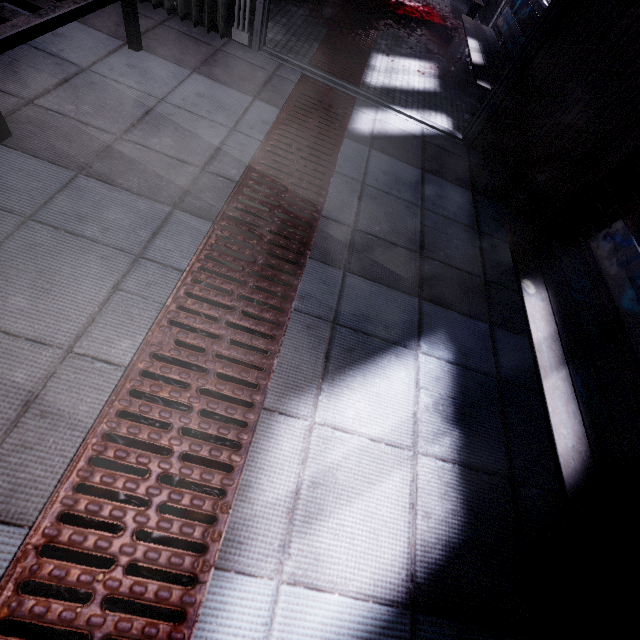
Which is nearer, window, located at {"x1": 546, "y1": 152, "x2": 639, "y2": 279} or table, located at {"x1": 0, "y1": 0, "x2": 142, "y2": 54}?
table, located at {"x1": 0, "y1": 0, "x2": 142, "y2": 54}

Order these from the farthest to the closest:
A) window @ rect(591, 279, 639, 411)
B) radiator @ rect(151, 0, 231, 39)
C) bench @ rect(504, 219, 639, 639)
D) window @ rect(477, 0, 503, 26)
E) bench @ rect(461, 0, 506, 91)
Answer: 1. window @ rect(477, 0, 503, 26)
2. bench @ rect(461, 0, 506, 91)
3. radiator @ rect(151, 0, 231, 39)
4. window @ rect(591, 279, 639, 411)
5. bench @ rect(504, 219, 639, 639)

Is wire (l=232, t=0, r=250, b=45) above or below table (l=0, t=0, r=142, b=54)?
below

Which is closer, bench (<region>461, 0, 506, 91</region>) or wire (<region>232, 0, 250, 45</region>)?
wire (<region>232, 0, 250, 45</region>)

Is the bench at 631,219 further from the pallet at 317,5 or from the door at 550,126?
the pallet at 317,5

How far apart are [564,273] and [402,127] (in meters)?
1.45

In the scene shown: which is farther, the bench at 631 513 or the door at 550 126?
the door at 550 126

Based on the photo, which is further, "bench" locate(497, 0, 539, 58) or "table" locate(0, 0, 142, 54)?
"bench" locate(497, 0, 539, 58)
